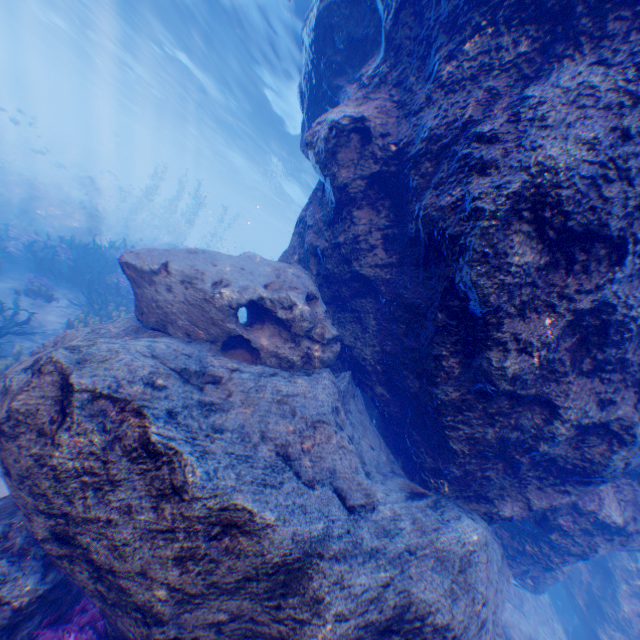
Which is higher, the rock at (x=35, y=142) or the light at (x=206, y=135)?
the light at (x=206, y=135)

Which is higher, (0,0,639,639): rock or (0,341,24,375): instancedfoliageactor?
(0,0,639,639): rock

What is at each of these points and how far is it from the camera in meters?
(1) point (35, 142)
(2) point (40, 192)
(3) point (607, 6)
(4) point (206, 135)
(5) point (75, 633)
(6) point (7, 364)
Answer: (1) rock, 48.1 m
(2) rock, 18.9 m
(3) rock, 3.0 m
(4) light, 31.7 m
(5) instancedfoliageactor, 3.6 m
(6) instancedfoliageactor, 7.1 m

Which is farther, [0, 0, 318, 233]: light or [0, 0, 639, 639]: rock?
[0, 0, 318, 233]: light

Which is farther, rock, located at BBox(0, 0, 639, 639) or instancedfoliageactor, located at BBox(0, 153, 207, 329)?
instancedfoliageactor, located at BBox(0, 153, 207, 329)

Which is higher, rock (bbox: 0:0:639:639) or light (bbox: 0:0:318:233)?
light (bbox: 0:0:318:233)

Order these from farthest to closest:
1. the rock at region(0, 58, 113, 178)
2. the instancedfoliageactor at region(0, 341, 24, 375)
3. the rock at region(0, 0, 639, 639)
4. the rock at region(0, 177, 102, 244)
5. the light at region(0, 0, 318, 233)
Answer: the rock at region(0, 58, 113, 178)
the rock at region(0, 177, 102, 244)
the light at region(0, 0, 318, 233)
the instancedfoliageactor at region(0, 341, 24, 375)
the rock at region(0, 0, 639, 639)

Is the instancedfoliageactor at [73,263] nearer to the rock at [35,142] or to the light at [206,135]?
the rock at [35,142]
